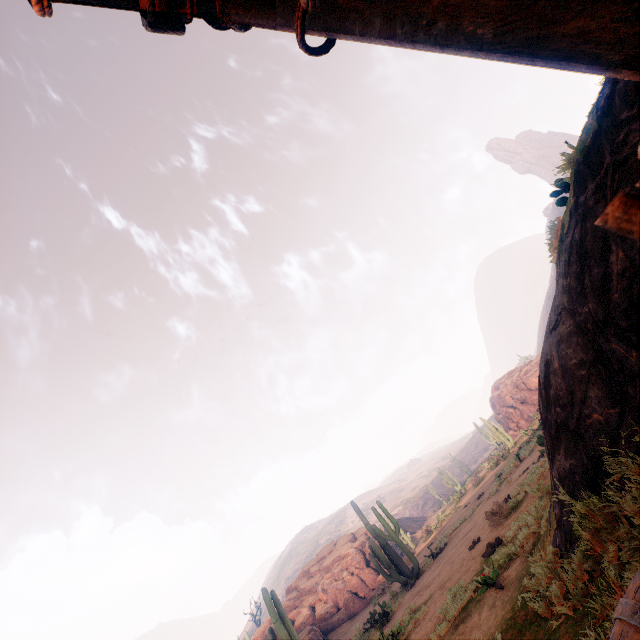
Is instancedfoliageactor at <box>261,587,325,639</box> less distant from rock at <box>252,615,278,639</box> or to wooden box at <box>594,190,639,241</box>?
wooden box at <box>594,190,639,241</box>

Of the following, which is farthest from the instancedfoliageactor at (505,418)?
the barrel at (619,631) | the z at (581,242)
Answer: the barrel at (619,631)

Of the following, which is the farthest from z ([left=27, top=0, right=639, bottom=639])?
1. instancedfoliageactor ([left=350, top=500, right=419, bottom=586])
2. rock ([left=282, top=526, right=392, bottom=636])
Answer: rock ([left=282, top=526, right=392, bottom=636])

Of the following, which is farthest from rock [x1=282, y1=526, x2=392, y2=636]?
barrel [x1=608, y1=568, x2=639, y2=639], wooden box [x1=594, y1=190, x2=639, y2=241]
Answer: wooden box [x1=594, y1=190, x2=639, y2=241]

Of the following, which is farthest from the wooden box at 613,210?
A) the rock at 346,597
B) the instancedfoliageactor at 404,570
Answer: the rock at 346,597

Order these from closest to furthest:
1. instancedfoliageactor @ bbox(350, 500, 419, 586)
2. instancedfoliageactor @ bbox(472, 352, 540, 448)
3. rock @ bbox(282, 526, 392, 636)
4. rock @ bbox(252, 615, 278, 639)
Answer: instancedfoliageactor @ bbox(350, 500, 419, 586), rock @ bbox(282, 526, 392, 636), rock @ bbox(252, 615, 278, 639), instancedfoliageactor @ bbox(472, 352, 540, 448)

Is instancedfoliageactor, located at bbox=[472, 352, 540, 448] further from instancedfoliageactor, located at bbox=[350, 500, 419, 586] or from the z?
instancedfoliageactor, located at bbox=[350, 500, 419, 586]

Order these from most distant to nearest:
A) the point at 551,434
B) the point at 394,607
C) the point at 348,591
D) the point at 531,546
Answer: the point at 348,591 → the point at 394,607 → the point at 531,546 → the point at 551,434
